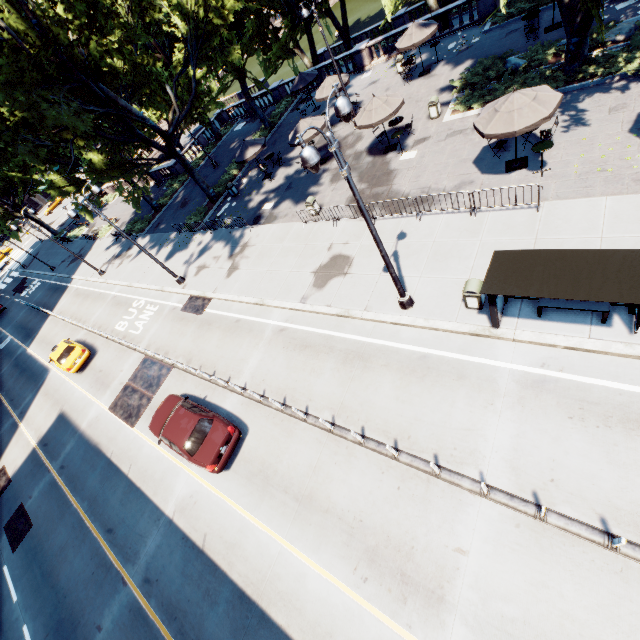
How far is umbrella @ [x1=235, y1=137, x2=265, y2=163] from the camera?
23.22m

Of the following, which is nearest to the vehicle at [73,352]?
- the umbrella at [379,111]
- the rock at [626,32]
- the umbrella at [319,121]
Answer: the umbrella at [319,121]

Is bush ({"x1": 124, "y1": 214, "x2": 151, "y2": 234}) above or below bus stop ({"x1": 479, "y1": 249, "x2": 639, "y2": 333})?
below

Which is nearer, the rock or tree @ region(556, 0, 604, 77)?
tree @ region(556, 0, 604, 77)

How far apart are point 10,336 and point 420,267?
43.1m

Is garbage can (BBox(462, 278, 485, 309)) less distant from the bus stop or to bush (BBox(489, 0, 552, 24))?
the bus stop

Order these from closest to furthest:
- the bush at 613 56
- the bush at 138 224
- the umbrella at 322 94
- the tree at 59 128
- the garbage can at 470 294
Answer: the garbage can at 470 294
the bush at 613 56
the tree at 59 128
the umbrella at 322 94
the bush at 138 224

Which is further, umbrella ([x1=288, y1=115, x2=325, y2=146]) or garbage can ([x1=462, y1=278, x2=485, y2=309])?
umbrella ([x1=288, y1=115, x2=325, y2=146])
